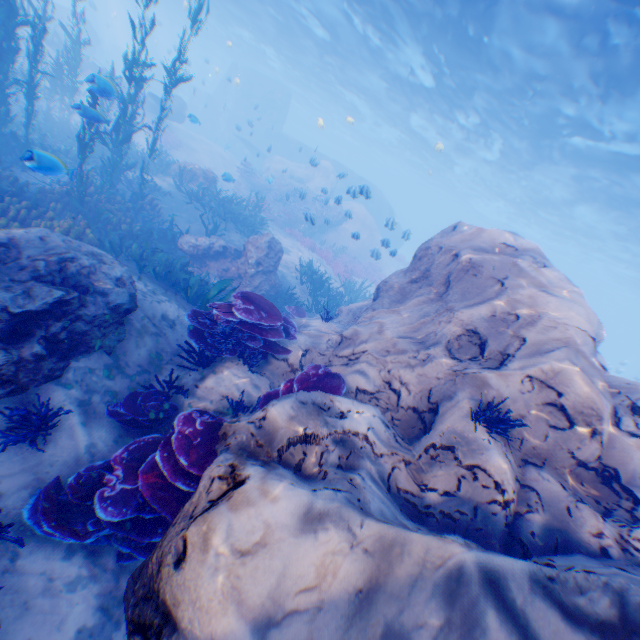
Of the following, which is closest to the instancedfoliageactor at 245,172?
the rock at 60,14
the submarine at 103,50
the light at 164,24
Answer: the rock at 60,14

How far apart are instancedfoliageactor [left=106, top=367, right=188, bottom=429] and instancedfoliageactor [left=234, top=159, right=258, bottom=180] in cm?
2231

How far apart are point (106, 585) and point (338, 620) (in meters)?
3.11

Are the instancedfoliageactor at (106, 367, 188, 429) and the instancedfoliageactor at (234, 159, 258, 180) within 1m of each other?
no

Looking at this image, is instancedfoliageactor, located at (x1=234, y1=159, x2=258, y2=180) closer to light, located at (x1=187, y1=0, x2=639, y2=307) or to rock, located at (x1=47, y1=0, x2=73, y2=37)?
rock, located at (x1=47, y1=0, x2=73, y2=37)

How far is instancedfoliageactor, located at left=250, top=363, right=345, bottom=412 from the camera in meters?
4.8 m

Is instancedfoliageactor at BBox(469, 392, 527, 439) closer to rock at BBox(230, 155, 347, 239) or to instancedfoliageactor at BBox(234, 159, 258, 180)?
rock at BBox(230, 155, 347, 239)

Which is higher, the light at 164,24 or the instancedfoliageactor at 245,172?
the light at 164,24
